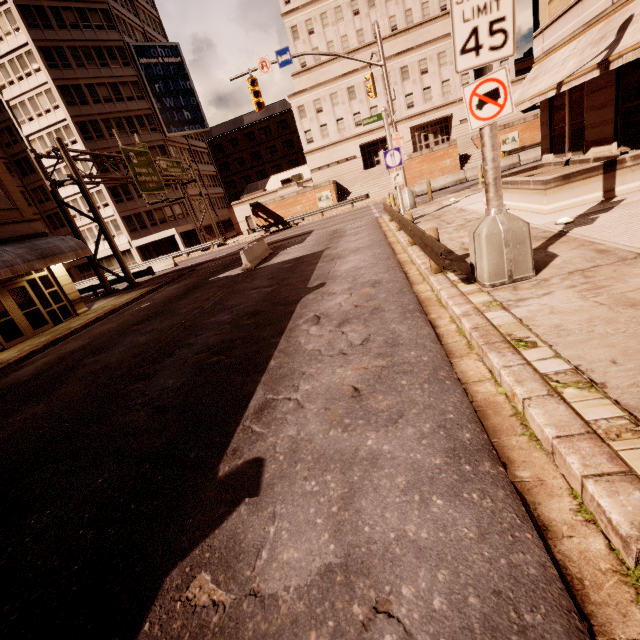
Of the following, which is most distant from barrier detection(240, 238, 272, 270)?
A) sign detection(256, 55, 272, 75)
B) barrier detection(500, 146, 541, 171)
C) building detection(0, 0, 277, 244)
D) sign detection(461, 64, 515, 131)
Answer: building detection(0, 0, 277, 244)

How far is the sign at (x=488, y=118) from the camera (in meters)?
4.70

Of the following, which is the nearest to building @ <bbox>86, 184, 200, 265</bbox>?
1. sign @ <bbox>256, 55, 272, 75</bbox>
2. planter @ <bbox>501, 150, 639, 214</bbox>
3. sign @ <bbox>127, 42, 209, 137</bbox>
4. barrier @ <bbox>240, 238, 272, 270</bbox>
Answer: sign @ <bbox>127, 42, 209, 137</bbox>

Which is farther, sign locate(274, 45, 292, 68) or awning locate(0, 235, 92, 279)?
sign locate(274, 45, 292, 68)

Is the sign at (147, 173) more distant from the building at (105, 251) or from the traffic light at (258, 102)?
the traffic light at (258, 102)

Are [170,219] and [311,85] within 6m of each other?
no

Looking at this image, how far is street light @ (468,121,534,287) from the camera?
5.2m

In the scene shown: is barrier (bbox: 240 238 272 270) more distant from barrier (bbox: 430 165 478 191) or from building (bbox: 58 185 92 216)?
building (bbox: 58 185 92 216)
